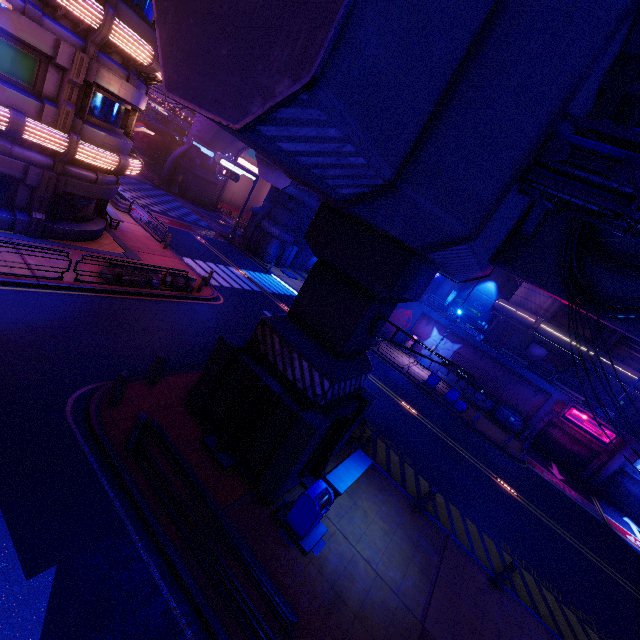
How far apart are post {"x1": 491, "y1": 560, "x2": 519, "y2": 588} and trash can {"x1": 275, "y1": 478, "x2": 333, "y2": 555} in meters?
6.0

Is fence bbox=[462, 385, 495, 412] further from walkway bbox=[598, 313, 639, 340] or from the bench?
Answer: the bench

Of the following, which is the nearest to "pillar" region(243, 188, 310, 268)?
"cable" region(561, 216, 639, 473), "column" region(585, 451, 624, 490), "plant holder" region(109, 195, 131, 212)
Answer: "plant holder" region(109, 195, 131, 212)

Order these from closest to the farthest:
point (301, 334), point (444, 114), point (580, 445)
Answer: point (444, 114) < point (301, 334) < point (580, 445)

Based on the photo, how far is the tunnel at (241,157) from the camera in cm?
4428

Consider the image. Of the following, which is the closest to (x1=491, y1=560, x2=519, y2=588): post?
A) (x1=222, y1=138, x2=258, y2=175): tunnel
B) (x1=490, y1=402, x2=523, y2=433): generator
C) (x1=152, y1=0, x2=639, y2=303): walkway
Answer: (x1=152, y1=0, x2=639, y2=303): walkway

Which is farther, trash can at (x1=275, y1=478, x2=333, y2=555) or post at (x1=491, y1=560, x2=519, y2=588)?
post at (x1=491, y1=560, x2=519, y2=588)

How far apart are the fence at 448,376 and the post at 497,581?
19.0 meters
